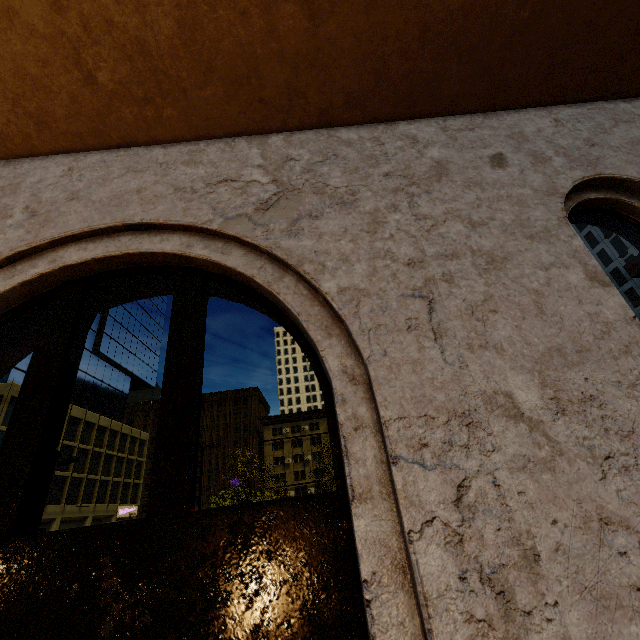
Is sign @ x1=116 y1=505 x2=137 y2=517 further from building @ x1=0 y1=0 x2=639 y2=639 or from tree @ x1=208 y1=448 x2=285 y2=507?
building @ x1=0 y1=0 x2=639 y2=639

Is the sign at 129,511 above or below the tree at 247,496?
above

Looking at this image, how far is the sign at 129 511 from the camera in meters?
41.6 m

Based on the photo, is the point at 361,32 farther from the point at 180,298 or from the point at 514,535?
the point at 514,535

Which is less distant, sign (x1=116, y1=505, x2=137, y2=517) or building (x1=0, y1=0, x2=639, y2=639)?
building (x1=0, y1=0, x2=639, y2=639)

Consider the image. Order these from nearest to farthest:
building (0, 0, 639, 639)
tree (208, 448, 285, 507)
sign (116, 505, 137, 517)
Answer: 1. building (0, 0, 639, 639)
2. tree (208, 448, 285, 507)
3. sign (116, 505, 137, 517)
